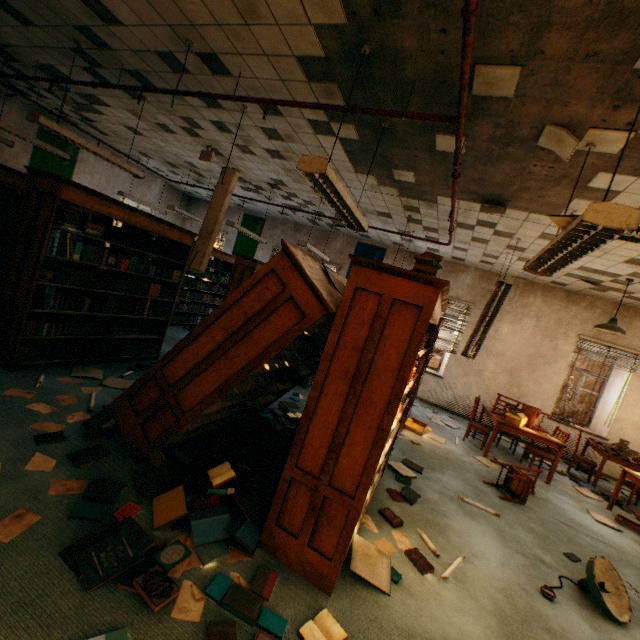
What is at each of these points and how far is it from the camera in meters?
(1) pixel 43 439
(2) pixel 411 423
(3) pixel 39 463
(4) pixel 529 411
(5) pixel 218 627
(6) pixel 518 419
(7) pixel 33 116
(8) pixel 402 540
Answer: (1) book, 2.7 m
(2) cardboard box, 6.1 m
(3) paper, 2.4 m
(4) chair, 6.2 m
(5) book, 1.7 m
(6) cardboard box, 5.8 m
(7) lamp, 4.0 m
(8) paper, 2.9 m

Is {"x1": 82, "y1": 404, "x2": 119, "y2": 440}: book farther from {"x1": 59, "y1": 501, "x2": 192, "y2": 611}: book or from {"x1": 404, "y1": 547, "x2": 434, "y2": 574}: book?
{"x1": 404, "y1": 547, "x2": 434, "y2": 574}: book

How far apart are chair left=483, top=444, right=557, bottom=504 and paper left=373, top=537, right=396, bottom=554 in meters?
2.3 m

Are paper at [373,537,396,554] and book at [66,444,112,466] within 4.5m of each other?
yes

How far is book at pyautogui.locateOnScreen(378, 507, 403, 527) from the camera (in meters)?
3.11

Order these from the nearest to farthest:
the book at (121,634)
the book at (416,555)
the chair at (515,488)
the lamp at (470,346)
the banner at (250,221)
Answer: the book at (121,634) → the book at (416,555) → the chair at (515,488) → the lamp at (470,346) → the banner at (250,221)

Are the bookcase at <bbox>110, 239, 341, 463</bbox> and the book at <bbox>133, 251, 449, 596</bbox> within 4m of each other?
yes

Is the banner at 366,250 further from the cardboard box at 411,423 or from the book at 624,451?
the book at 624,451
